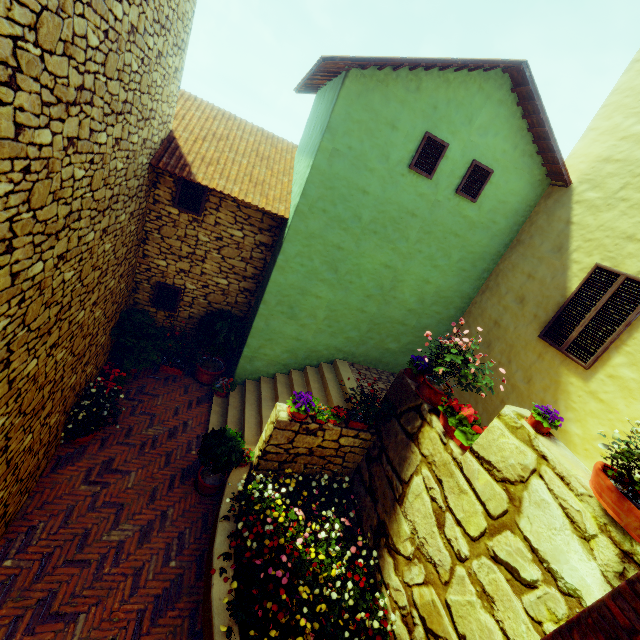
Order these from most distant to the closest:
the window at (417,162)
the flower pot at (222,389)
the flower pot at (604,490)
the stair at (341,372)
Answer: the flower pot at (222,389) < the stair at (341,372) < the window at (417,162) < the flower pot at (604,490)

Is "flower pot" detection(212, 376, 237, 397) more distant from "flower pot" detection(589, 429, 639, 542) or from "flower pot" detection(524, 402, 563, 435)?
"flower pot" detection(589, 429, 639, 542)

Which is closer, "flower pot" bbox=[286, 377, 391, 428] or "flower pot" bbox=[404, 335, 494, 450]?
"flower pot" bbox=[404, 335, 494, 450]

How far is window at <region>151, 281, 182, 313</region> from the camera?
7.6m

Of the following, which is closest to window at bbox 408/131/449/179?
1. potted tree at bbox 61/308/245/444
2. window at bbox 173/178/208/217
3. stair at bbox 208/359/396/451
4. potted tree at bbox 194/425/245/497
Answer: window at bbox 173/178/208/217

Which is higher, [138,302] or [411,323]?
[411,323]

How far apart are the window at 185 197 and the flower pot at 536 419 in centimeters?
687cm

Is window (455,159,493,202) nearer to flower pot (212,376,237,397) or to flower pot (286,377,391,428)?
flower pot (286,377,391,428)
